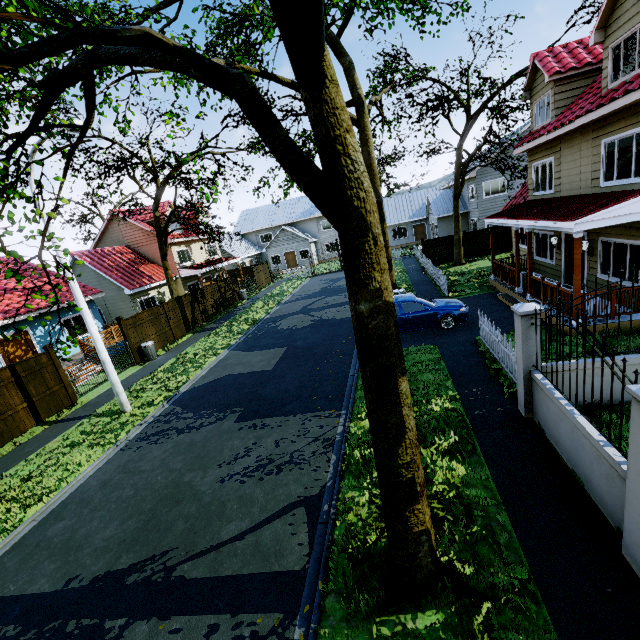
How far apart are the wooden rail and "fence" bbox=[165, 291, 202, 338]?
19.0 meters

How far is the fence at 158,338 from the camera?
16.7m

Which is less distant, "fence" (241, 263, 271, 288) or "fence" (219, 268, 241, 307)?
"fence" (219, 268, 241, 307)

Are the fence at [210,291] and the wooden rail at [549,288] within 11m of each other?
no

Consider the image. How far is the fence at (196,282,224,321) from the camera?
23.1m

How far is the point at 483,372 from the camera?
9.1m

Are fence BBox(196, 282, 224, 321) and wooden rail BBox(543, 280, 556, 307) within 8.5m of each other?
no

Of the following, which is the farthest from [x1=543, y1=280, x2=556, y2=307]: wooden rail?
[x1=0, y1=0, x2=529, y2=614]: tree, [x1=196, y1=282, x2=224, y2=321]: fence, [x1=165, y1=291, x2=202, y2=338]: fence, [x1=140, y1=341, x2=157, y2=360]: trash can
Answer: [x1=196, y1=282, x2=224, y2=321]: fence
